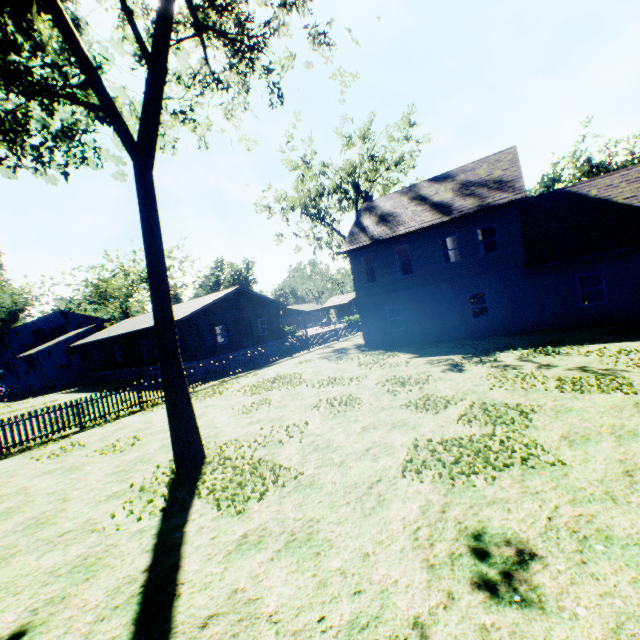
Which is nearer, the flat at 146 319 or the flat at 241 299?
the flat at 241 299

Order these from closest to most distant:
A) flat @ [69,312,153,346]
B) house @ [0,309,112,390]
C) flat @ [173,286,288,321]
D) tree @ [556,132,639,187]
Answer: flat @ [173,286,288,321]
flat @ [69,312,153,346]
house @ [0,309,112,390]
tree @ [556,132,639,187]

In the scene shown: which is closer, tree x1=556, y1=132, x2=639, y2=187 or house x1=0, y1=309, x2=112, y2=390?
house x1=0, y1=309, x2=112, y2=390

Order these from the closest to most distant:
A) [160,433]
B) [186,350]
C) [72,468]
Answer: [72,468], [160,433], [186,350]

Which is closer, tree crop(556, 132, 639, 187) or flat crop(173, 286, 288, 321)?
flat crop(173, 286, 288, 321)

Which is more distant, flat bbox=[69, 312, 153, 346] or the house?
the house

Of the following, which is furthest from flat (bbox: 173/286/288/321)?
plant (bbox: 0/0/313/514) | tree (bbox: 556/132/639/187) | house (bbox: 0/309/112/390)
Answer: tree (bbox: 556/132/639/187)

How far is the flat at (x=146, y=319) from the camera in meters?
27.7 m
